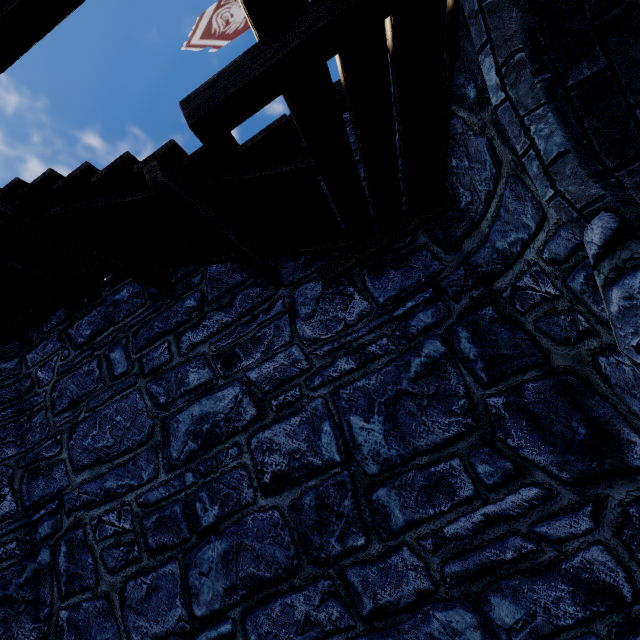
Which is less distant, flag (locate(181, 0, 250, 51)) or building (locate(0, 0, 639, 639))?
building (locate(0, 0, 639, 639))

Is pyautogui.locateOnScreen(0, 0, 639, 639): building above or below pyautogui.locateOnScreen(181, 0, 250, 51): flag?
below

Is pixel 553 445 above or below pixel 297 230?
below

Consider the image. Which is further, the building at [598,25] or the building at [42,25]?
the building at [42,25]

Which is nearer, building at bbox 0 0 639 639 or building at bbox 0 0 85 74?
building at bbox 0 0 639 639

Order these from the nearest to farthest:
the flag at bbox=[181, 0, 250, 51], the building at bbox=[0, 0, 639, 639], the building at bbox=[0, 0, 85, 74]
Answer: the building at bbox=[0, 0, 639, 639] → the building at bbox=[0, 0, 85, 74] → the flag at bbox=[181, 0, 250, 51]

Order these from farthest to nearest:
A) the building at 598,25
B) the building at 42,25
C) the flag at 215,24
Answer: the flag at 215,24, the building at 42,25, the building at 598,25
